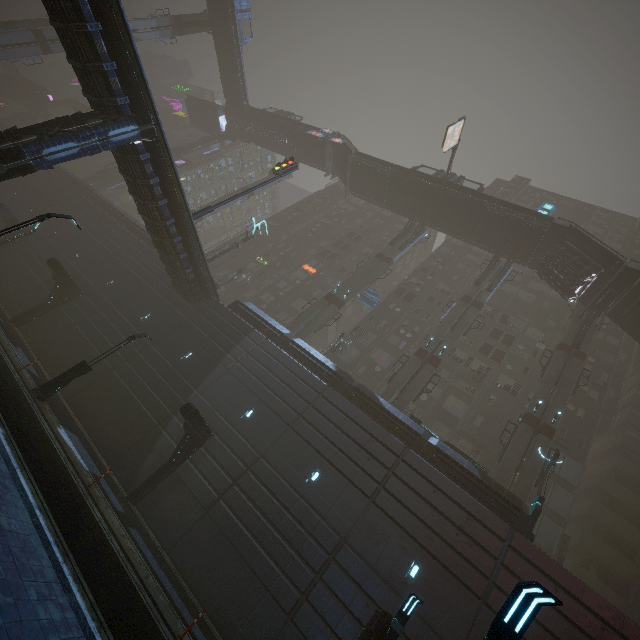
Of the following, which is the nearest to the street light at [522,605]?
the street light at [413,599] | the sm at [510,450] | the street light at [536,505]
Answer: the street light at [413,599]

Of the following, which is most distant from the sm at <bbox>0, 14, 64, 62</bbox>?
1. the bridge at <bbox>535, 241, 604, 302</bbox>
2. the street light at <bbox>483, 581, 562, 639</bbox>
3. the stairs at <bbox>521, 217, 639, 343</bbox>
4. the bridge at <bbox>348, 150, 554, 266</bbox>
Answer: the street light at <bbox>483, 581, 562, 639</bbox>

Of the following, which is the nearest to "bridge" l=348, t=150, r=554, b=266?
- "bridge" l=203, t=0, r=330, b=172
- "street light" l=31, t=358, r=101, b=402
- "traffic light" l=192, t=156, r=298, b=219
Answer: "bridge" l=203, t=0, r=330, b=172

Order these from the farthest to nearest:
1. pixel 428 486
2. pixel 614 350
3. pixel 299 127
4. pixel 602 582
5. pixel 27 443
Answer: pixel 299 127, pixel 614 350, pixel 602 582, pixel 428 486, pixel 27 443

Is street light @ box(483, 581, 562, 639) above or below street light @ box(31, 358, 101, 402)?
above

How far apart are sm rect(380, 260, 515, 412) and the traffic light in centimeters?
1802cm

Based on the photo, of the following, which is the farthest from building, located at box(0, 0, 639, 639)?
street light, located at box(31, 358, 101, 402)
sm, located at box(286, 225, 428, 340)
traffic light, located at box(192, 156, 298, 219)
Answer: street light, located at box(31, 358, 101, 402)

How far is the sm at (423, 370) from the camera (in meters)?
25.66
